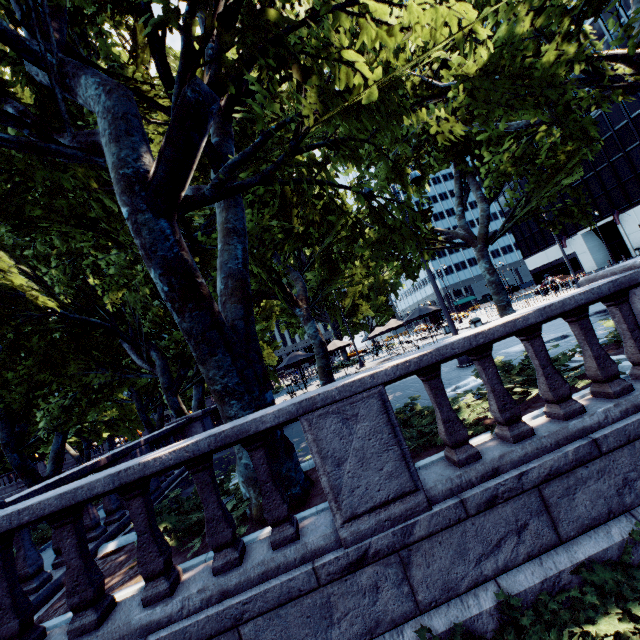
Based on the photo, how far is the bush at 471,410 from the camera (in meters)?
4.68

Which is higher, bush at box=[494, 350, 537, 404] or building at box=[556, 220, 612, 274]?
building at box=[556, 220, 612, 274]

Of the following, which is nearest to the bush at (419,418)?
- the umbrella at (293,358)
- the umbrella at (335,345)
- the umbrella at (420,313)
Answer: the umbrella at (293,358)

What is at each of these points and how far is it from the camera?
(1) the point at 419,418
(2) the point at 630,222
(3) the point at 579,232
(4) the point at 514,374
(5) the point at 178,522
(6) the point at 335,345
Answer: (1) bush, 5.7m
(2) building, 42.5m
(3) building, 49.3m
(4) bush, 6.2m
(5) bush, 4.8m
(6) umbrella, 25.0m

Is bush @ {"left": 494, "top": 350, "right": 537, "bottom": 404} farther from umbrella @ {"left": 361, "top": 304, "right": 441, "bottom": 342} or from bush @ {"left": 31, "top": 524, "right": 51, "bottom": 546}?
umbrella @ {"left": 361, "top": 304, "right": 441, "bottom": 342}

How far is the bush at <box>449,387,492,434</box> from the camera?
4.7m

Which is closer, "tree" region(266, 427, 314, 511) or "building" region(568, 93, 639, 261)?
"tree" region(266, 427, 314, 511)

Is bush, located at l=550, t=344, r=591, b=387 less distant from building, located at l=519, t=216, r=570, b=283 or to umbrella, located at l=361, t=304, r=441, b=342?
umbrella, located at l=361, t=304, r=441, b=342
